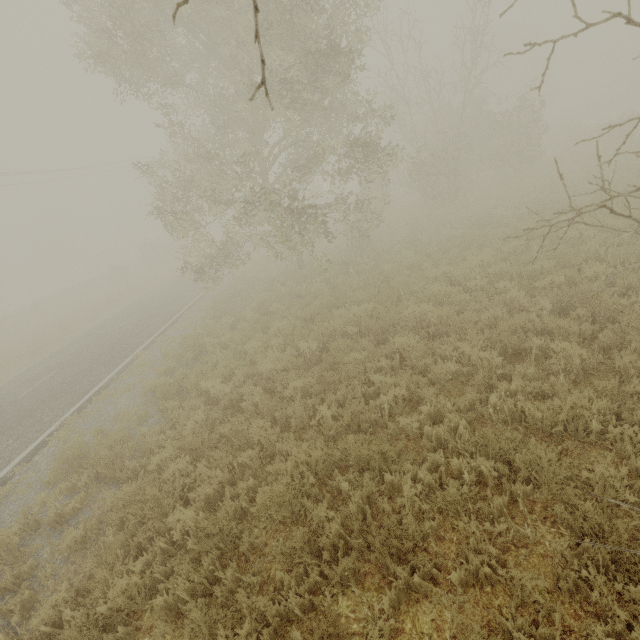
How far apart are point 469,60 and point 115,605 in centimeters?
6324cm
